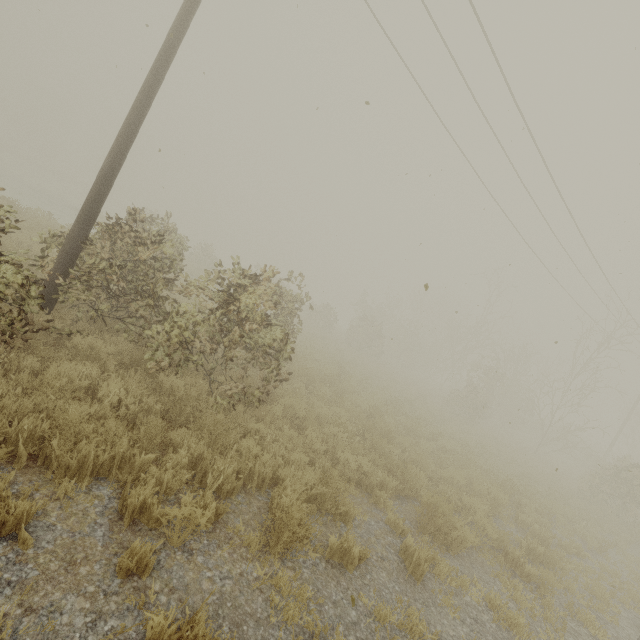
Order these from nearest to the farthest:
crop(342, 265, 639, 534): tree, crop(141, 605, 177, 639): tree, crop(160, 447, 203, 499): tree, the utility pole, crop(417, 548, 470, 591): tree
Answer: crop(141, 605, 177, 639): tree
crop(160, 447, 203, 499): tree
crop(417, 548, 470, 591): tree
the utility pole
crop(342, 265, 639, 534): tree

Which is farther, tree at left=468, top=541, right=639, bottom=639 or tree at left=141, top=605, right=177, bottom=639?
tree at left=468, top=541, right=639, bottom=639

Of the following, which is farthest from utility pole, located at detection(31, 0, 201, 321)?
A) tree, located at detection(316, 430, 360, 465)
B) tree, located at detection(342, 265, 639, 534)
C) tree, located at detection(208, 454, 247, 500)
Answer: tree, located at detection(342, 265, 639, 534)

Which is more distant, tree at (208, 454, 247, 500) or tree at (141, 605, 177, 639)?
tree at (208, 454, 247, 500)

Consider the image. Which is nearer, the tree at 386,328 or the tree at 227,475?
the tree at 227,475

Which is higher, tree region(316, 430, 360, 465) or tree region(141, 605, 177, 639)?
tree region(141, 605, 177, 639)

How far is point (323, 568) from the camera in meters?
3.9 m

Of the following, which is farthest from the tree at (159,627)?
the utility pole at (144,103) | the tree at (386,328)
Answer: the utility pole at (144,103)
